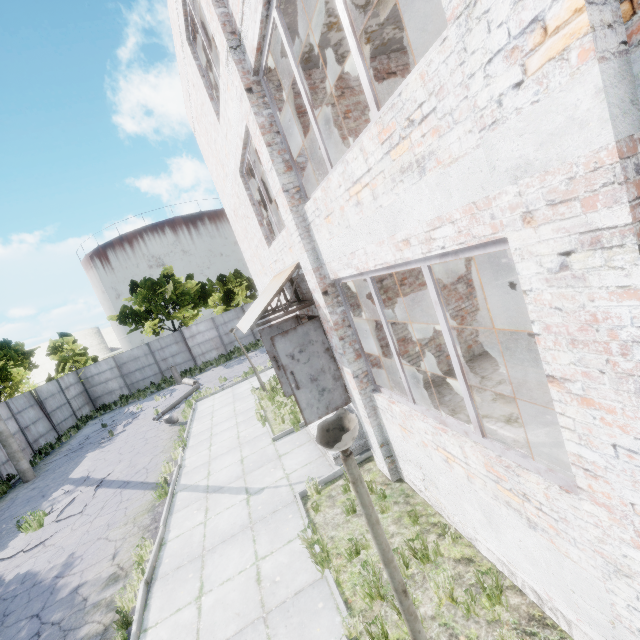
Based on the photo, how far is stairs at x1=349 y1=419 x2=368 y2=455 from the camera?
7.51m

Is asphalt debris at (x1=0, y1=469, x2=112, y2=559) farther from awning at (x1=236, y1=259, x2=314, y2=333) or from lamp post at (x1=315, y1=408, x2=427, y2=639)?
lamp post at (x1=315, y1=408, x2=427, y2=639)

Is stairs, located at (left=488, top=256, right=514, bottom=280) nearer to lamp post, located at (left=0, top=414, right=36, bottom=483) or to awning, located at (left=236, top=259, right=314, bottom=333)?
awning, located at (left=236, top=259, right=314, bottom=333)

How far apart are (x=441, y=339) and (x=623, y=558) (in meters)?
5.28

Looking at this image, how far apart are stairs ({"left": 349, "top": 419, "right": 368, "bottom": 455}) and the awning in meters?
2.8

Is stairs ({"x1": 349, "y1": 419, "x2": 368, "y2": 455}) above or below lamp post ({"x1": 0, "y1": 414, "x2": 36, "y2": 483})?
below

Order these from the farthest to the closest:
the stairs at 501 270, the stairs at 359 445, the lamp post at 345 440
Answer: the stairs at 501 270 → the stairs at 359 445 → the lamp post at 345 440

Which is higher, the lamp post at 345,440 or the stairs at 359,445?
the lamp post at 345,440
